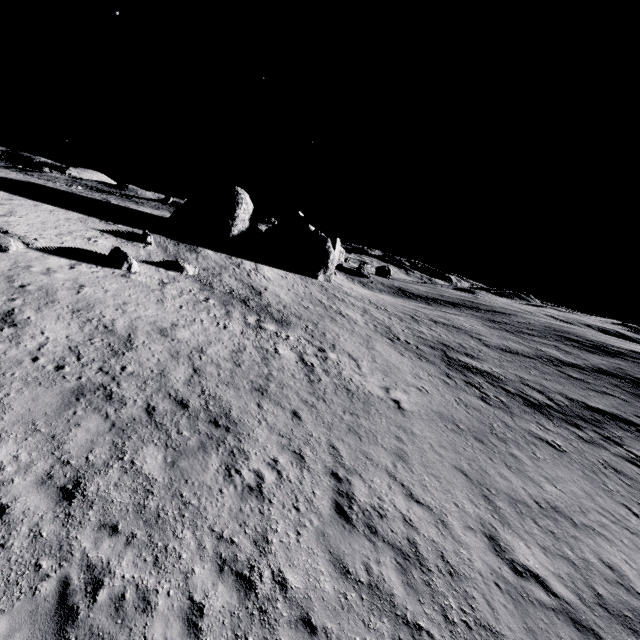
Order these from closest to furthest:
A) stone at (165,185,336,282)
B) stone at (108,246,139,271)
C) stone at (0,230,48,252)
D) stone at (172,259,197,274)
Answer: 1. stone at (0,230,48,252)
2. stone at (108,246,139,271)
3. stone at (172,259,197,274)
4. stone at (165,185,336,282)

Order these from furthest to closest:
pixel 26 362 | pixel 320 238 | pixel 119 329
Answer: pixel 320 238
pixel 119 329
pixel 26 362

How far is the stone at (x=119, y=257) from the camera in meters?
19.1 m

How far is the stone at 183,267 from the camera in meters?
23.3 m

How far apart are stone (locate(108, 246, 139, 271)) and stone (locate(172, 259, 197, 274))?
2.86m

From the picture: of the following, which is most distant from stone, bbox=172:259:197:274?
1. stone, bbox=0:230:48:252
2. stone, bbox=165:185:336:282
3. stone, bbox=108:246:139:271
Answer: stone, bbox=165:185:336:282

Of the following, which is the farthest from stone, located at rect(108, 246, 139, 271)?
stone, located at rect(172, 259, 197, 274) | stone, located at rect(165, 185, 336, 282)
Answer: stone, located at rect(165, 185, 336, 282)

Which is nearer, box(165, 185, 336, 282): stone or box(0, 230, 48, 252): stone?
box(0, 230, 48, 252): stone
